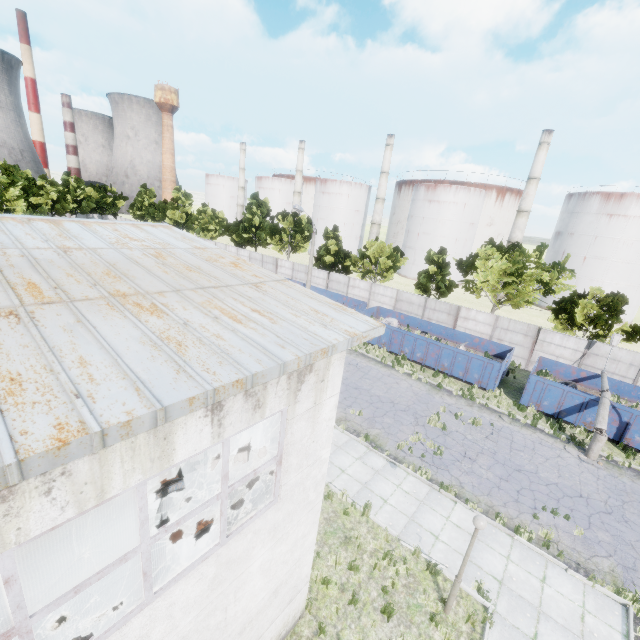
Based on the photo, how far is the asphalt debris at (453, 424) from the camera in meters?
17.1 m

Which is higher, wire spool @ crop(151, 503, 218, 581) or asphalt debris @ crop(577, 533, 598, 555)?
wire spool @ crop(151, 503, 218, 581)

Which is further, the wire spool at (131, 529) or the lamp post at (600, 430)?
the lamp post at (600, 430)

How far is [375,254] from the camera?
35.8m

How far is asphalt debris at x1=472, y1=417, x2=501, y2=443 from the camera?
16.6m

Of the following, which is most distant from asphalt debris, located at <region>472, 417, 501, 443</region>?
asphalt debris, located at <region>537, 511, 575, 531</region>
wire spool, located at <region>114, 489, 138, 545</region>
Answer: wire spool, located at <region>114, 489, 138, 545</region>

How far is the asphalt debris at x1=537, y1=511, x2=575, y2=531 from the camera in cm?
1197

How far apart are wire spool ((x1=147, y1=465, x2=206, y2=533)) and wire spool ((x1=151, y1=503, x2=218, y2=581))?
0.3m
